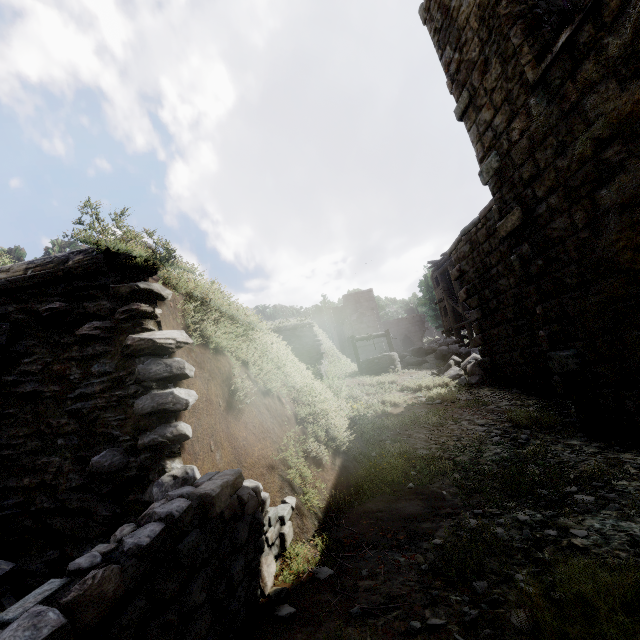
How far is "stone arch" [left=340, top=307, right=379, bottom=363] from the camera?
33.6m

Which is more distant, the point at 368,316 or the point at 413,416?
the point at 368,316

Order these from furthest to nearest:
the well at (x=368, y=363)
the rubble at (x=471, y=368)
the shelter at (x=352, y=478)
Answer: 1. the well at (x=368, y=363)
2. the rubble at (x=471, y=368)
3. the shelter at (x=352, y=478)

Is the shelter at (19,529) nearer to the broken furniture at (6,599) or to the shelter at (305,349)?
the broken furniture at (6,599)

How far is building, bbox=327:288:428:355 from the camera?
41.4m

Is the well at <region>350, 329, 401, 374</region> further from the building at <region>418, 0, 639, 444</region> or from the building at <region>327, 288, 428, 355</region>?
the building at <region>327, 288, 428, 355</region>

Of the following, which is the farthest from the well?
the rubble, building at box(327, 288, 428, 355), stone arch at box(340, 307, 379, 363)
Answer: building at box(327, 288, 428, 355)

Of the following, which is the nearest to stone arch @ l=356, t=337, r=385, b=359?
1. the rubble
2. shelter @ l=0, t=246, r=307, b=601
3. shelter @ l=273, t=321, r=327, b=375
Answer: shelter @ l=273, t=321, r=327, b=375
